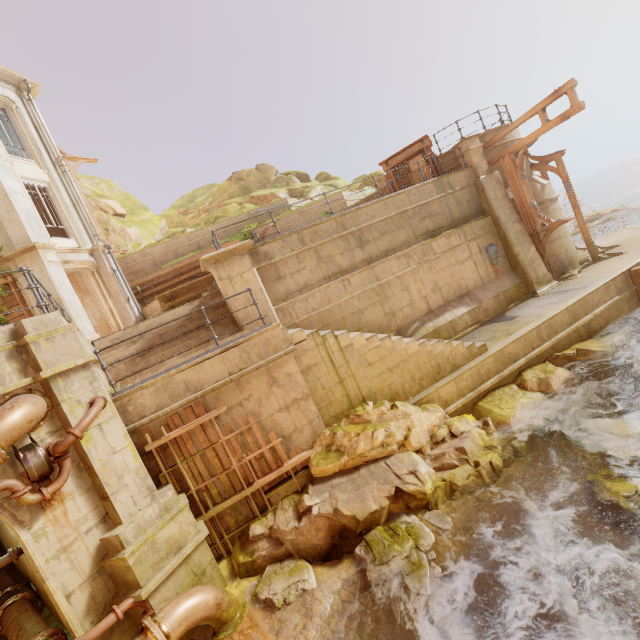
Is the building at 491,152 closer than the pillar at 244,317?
No

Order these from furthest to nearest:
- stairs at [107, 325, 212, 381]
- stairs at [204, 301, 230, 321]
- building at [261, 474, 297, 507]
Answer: stairs at [204, 301, 230, 321] → stairs at [107, 325, 212, 381] → building at [261, 474, 297, 507]

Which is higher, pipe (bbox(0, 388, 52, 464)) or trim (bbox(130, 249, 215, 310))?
trim (bbox(130, 249, 215, 310))

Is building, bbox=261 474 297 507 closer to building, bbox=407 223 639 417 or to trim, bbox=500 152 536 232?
building, bbox=407 223 639 417

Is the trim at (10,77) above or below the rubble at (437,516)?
above

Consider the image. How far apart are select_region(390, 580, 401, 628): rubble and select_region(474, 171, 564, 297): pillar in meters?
9.9

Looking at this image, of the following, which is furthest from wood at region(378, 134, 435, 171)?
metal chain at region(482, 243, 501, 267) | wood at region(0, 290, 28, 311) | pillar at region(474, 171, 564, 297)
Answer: wood at region(0, 290, 28, 311)

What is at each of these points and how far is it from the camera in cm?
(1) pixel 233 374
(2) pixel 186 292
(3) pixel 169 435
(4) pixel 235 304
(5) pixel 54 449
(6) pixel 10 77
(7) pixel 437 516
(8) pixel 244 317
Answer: (1) building, 725
(2) trim, 1520
(3) wood, 659
(4) pillar, 952
(5) pipe, 507
(6) trim, 1448
(7) rubble, 648
(8) pillar, 959
